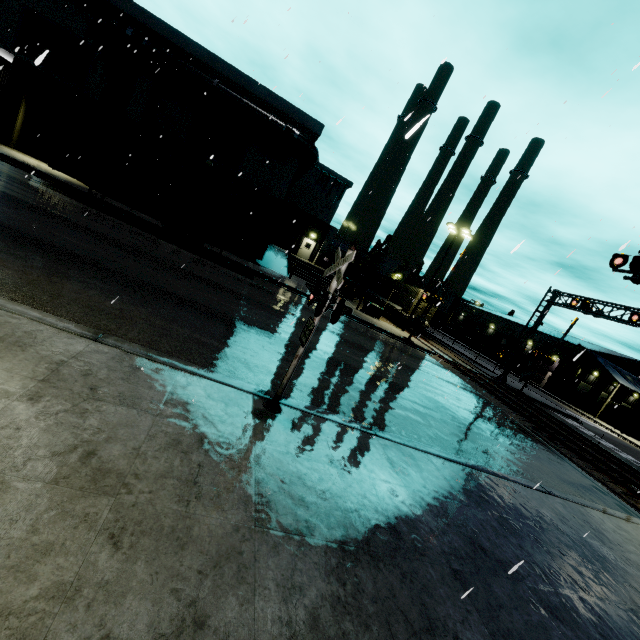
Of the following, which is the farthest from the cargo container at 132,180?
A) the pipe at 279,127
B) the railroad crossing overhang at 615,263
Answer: the railroad crossing overhang at 615,263

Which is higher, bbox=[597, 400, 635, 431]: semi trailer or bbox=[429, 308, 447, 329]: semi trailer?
bbox=[429, 308, 447, 329]: semi trailer

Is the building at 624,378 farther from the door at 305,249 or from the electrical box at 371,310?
the electrical box at 371,310

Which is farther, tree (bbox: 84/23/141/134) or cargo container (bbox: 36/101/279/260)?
tree (bbox: 84/23/141/134)

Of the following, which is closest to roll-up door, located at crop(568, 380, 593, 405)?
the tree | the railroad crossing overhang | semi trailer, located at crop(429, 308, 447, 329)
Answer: semi trailer, located at crop(429, 308, 447, 329)

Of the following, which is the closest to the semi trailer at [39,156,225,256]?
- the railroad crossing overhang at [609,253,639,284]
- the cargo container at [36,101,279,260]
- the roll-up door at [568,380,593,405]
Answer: the cargo container at [36,101,279,260]

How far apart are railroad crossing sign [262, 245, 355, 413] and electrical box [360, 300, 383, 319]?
21.73m

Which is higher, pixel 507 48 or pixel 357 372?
pixel 507 48
